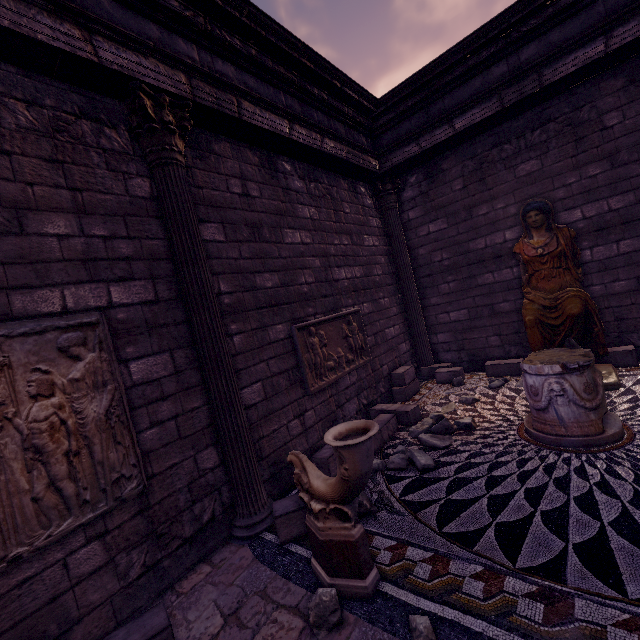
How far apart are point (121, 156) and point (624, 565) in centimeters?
546cm

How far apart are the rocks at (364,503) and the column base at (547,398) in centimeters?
212cm

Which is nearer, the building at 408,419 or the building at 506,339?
the building at 408,419

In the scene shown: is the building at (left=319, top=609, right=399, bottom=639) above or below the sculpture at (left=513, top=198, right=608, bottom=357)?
below

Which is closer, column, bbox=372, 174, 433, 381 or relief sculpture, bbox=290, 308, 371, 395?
relief sculpture, bbox=290, 308, 371, 395

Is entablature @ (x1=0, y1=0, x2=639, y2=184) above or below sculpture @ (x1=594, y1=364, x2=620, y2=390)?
above

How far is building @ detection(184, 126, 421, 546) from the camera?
4.1 meters

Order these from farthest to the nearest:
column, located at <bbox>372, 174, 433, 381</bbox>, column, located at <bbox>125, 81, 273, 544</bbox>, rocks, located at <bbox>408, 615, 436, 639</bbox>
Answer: column, located at <bbox>372, 174, 433, 381</bbox>, column, located at <bbox>125, 81, 273, 544</bbox>, rocks, located at <bbox>408, 615, 436, 639</bbox>
